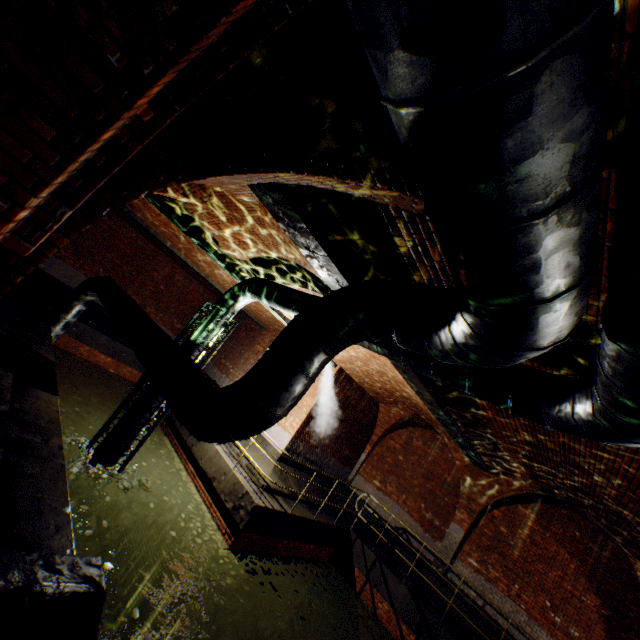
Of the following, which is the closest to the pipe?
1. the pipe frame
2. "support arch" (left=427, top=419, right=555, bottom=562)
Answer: A: the pipe frame

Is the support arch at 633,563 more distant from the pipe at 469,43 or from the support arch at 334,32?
the support arch at 334,32

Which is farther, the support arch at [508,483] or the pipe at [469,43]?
the support arch at [508,483]

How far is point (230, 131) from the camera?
2.3 meters

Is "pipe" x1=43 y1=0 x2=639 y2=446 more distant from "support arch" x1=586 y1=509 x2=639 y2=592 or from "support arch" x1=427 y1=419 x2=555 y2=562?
"support arch" x1=427 y1=419 x2=555 y2=562

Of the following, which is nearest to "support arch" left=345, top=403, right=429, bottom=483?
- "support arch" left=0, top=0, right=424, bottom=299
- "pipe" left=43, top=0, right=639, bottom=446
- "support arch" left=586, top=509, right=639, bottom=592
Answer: "support arch" left=586, top=509, right=639, bottom=592

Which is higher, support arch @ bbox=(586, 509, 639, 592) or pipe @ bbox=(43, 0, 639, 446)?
support arch @ bbox=(586, 509, 639, 592)

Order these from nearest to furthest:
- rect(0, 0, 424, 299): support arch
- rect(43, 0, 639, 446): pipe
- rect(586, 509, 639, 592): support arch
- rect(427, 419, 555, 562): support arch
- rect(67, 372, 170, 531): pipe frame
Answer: rect(43, 0, 639, 446): pipe → rect(0, 0, 424, 299): support arch → rect(67, 372, 170, 531): pipe frame → rect(586, 509, 639, 592): support arch → rect(427, 419, 555, 562): support arch
